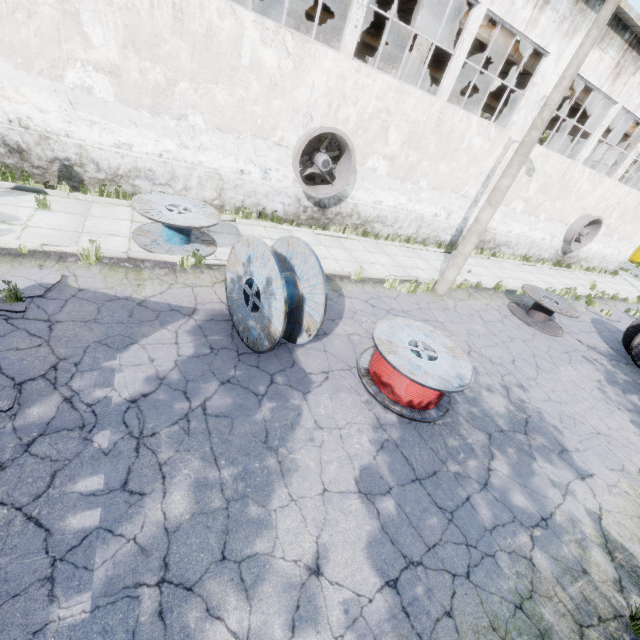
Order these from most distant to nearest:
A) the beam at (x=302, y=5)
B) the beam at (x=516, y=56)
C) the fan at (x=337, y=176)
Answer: the beam at (x=302, y=5)
the beam at (x=516, y=56)
the fan at (x=337, y=176)

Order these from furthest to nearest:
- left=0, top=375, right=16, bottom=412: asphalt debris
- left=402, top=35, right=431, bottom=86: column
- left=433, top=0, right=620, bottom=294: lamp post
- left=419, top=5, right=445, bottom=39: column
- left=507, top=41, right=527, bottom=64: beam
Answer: left=507, top=41, right=527, bottom=64: beam
left=402, top=35, right=431, bottom=86: column
left=419, top=5, right=445, bottom=39: column
left=433, top=0, right=620, bottom=294: lamp post
left=0, top=375, right=16, bottom=412: asphalt debris

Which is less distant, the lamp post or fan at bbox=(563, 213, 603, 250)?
the lamp post

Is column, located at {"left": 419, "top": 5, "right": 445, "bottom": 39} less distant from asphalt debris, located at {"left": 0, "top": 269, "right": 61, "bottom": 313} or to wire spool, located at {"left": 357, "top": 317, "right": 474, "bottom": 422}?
wire spool, located at {"left": 357, "top": 317, "right": 474, "bottom": 422}

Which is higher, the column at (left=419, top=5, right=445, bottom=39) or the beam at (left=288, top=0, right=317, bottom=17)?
the beam at (left=288, top=0, right=317, bottom=17)

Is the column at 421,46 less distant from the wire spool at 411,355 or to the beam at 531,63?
the beam at 531,63

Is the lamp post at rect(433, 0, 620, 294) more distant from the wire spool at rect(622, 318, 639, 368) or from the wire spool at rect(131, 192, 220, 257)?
the wire spool at rect(131, 192, 220, 257)

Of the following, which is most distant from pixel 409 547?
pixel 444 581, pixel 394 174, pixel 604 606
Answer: pixel 394 174
